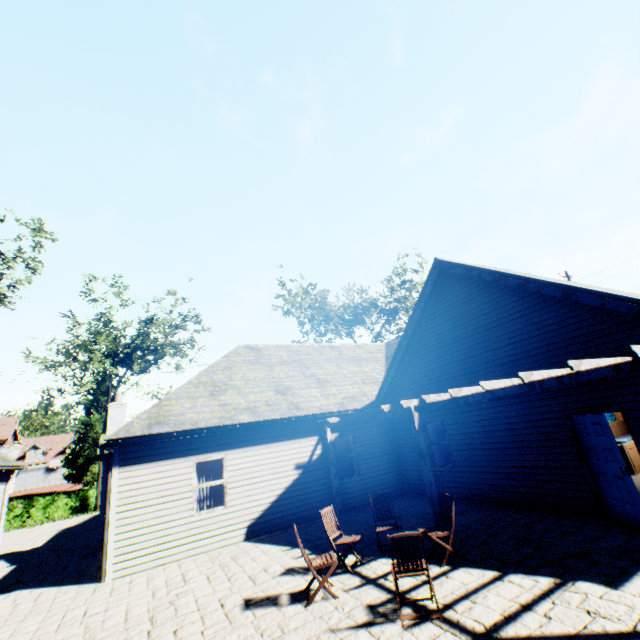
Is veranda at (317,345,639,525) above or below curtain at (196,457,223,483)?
above

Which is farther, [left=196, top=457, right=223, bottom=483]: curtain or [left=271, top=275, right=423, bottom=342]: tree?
[left=271, top=275, right=423, bottom=342]: tree

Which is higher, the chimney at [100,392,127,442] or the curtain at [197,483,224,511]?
the chimney at [100,392,127,442]

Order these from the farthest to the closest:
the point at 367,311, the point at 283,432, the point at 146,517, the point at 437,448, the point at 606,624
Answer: the point at 367,311 → the point at 437,448 → the point at 283,432 → the point at 146,517 → the point at 606,624

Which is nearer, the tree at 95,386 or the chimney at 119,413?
the chimney at 119,413

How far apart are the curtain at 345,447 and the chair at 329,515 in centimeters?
625cm

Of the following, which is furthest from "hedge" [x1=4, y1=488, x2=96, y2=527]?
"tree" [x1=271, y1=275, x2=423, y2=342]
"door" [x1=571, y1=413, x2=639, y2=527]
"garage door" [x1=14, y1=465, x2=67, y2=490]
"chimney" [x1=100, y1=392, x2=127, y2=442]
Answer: "garage door" [x1=14, y1=465, x2=67, y2=490]

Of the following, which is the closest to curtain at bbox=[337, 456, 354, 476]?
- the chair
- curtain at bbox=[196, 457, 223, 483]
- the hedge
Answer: curtain at bbox=[196, 457, 223, 483]
